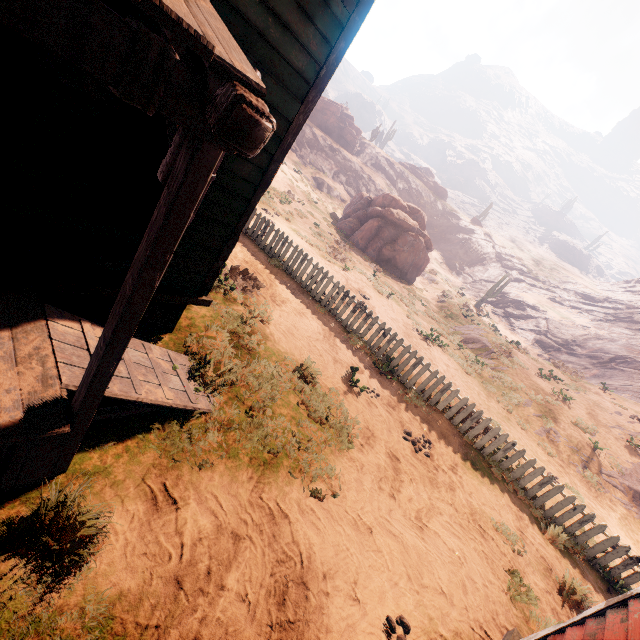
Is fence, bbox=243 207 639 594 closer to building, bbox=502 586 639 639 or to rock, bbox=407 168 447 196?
building, bbox=502 586 639 639

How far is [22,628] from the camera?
2.1 meters

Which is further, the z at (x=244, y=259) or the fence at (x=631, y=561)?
the fence at (x=631, y=561)

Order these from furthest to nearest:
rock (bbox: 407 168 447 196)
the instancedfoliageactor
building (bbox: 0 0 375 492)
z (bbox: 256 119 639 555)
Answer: rock (bbox: 407 168 447 196) < the instancedfoliageactor < z (bbox: 256 119 639 555) < building (bbox: 0 0 375 492)

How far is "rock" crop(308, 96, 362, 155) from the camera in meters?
46.2 m

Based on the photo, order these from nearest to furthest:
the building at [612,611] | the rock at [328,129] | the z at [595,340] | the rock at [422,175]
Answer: the building at [612,611]
the z at [595,340]
the rock at [328,129]
the rock at [422,175]

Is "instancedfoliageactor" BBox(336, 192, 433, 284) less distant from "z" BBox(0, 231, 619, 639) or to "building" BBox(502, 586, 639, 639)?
"z" BBox(0, 231, 619, 639)
